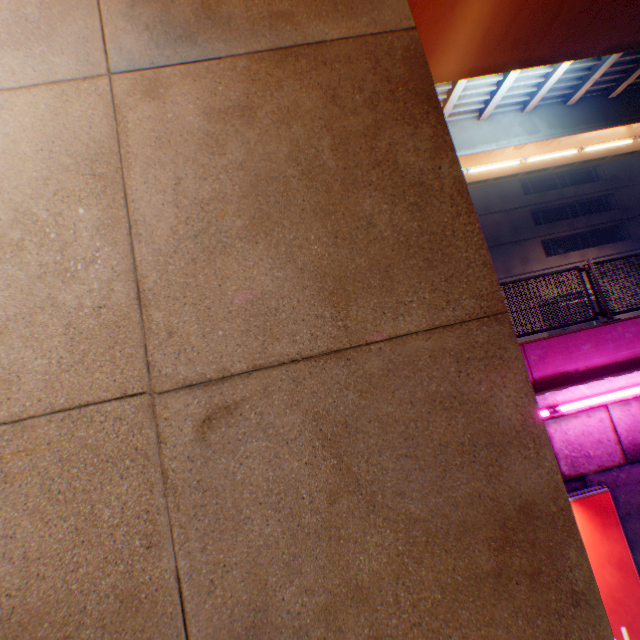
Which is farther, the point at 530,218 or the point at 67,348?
the point at 530,218

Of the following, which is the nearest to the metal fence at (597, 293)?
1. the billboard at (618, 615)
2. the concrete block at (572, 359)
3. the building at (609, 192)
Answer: the concrete block at (572, 359)

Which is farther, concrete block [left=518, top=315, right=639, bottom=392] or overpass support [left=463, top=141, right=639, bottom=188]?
overpass support [left=463, top=141, right=639, bottom=188]

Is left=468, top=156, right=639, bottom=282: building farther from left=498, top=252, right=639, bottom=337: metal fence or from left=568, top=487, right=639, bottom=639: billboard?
left=568, top=487, right=639, bottom=639: billboard

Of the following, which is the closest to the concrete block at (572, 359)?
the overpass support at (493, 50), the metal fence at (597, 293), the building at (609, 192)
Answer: the metal fence at (597, 293)

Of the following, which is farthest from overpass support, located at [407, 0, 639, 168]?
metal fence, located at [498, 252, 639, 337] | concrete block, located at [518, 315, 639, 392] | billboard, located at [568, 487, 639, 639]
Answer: billboard, located at [568, 487, 639, 639]

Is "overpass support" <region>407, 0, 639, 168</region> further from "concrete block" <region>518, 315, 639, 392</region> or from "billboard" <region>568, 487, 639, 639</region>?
"billboard" <region>568, 487, 639, 639</region>
